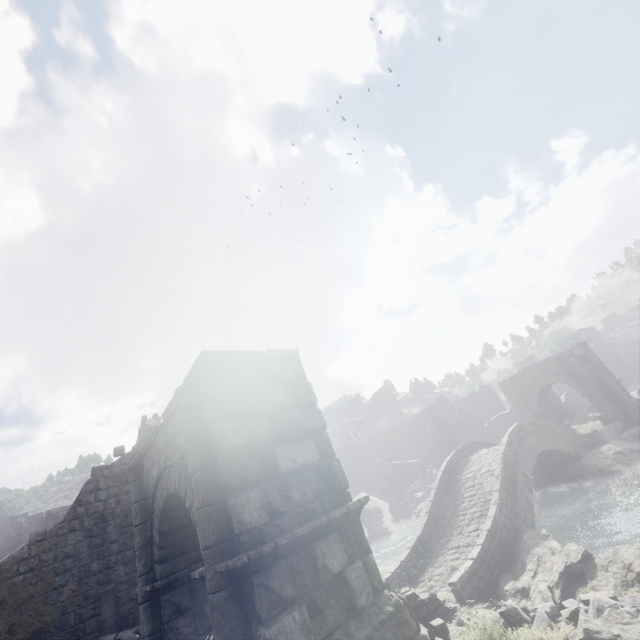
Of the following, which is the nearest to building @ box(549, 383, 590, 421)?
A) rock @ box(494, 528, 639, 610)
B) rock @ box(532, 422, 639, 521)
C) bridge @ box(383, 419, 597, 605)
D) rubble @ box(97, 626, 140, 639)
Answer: rubble @ box(97, 626, 140, 639)

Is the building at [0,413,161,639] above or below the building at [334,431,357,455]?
below

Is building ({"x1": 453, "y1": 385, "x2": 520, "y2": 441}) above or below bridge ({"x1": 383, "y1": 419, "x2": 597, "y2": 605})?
above

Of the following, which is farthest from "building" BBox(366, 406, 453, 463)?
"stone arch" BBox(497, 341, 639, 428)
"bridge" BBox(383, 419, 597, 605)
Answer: "bridge" BBox(383, 419, 597, 605)

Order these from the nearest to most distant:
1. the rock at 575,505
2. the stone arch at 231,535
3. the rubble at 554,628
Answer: the stone arch at 231,535 < the rubble at 554,628 < the rock at 575,505

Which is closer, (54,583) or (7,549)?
(54,583)

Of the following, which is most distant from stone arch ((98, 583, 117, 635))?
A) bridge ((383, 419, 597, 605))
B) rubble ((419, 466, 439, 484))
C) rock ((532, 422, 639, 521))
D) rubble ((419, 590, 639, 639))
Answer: rubble ((419, 466, 439, 484))

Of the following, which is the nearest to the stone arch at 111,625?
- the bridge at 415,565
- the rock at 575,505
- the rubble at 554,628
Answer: the rubble at 554,628
